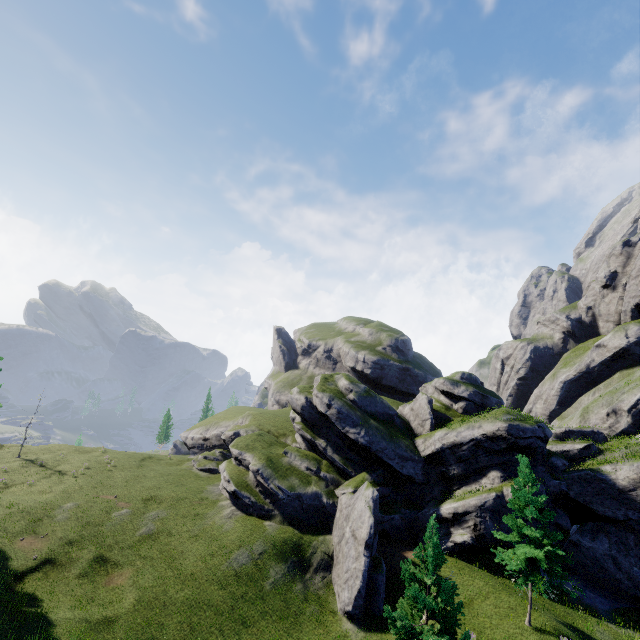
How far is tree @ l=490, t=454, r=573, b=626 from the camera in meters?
20.5

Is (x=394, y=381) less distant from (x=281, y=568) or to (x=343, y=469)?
(x=343, y=469)

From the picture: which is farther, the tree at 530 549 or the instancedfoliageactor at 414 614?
the tree at 530 549

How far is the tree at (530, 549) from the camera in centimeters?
2050cm

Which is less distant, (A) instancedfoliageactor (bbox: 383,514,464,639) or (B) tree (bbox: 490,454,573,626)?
(A) instancedfoliageactor (bbox: 383,514,464,639)
